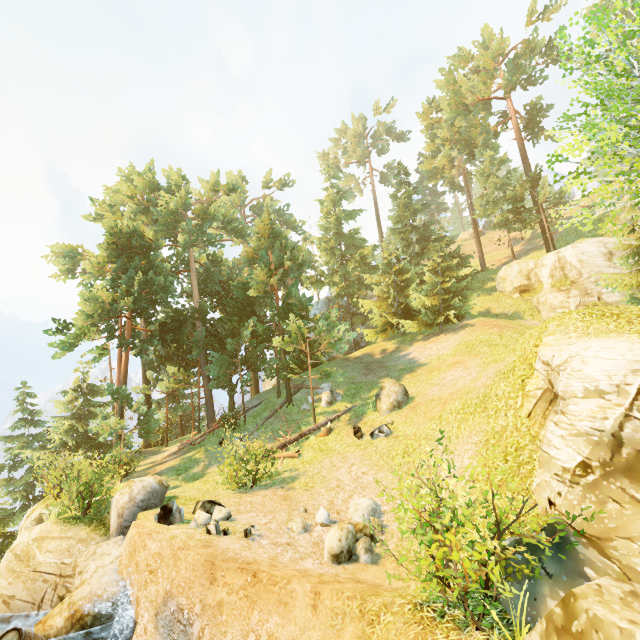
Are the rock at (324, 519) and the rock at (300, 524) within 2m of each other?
yes

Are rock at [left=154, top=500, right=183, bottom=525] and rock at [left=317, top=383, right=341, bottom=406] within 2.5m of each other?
no

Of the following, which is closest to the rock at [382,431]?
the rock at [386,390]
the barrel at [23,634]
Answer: the rock at [386,390]

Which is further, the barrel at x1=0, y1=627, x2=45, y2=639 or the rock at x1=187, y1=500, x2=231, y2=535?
the rock at x1=187, y1=500, x2=231, y2=535

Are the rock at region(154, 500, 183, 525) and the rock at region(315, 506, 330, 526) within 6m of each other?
yes

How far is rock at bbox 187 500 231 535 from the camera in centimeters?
871cm

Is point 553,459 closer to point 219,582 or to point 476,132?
point 219,582

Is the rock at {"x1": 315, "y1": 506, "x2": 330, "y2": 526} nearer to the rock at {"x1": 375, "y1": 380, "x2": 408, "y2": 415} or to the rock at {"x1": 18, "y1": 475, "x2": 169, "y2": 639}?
the rock at {"x1": 18, "y1": 475, "x2": 169, "y2": 639}
